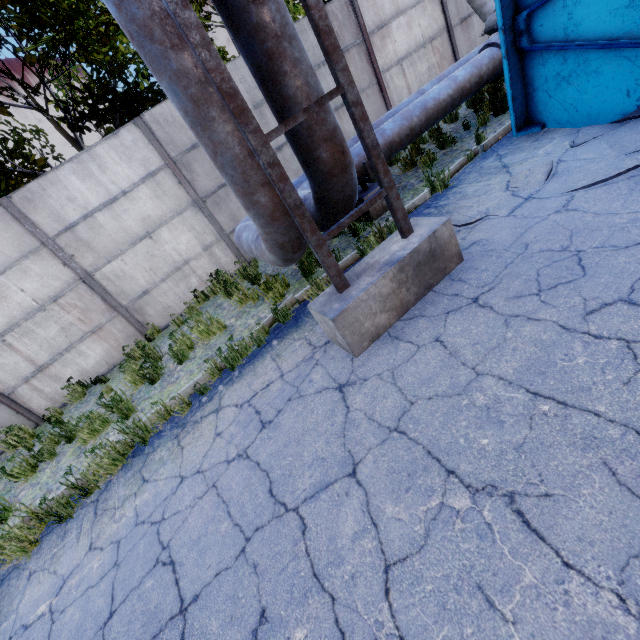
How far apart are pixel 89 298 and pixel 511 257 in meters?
7.9

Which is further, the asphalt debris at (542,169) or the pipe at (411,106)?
the pipe at (411,106)

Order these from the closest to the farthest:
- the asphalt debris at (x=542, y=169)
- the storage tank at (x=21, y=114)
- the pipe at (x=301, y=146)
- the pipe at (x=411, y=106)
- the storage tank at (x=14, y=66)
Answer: the pipe at (x=301, y=146)
the asphalt debris at (x=542, y=169)
the pipe at (x=411, y=106)
the storage tank at (x=14, y=66)
the storage tank at (x=21, y=114)

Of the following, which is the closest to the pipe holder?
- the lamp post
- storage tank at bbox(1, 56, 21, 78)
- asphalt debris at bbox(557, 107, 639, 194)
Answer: asphalt debris at bbox(557, 107, 639, 194)

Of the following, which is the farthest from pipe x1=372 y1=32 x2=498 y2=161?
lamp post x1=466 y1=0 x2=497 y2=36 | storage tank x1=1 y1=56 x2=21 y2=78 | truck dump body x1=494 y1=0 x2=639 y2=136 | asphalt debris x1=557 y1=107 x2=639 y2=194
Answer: storage tank x1=1 y1=56 x2=21 y2=78

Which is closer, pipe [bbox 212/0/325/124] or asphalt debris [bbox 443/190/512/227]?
pipe [bbox 212/0/325/124]

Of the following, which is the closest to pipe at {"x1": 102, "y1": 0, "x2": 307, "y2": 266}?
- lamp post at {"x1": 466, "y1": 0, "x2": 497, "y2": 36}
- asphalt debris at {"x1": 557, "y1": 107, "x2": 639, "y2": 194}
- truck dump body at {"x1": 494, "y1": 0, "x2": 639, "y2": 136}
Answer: lamp post at {"x1": 466, "y1": 0, "x2": 497, "y2": 36}

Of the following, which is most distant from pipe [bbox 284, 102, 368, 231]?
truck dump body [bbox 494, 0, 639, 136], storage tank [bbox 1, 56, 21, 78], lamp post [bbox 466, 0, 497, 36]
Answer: storage tank [bbox 1, 56, 21, 78]
